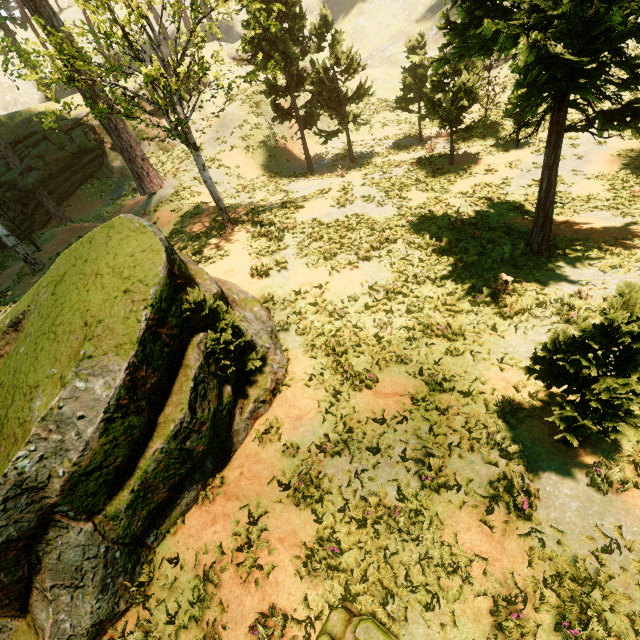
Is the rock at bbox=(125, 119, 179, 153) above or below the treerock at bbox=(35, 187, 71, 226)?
above

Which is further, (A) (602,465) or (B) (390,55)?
(B) (390,55)

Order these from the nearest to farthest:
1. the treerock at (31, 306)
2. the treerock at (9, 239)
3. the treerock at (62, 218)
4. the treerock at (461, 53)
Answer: the treerock at (31, 306)
the treerock at (461, 53)
the treerock at (9, 239)
the treerock at (62, 218)

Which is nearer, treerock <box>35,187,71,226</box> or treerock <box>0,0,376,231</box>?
treerock <box>0,0,376,231</box>

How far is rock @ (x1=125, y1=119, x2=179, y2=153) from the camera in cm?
3134

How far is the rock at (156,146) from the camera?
31.3 meters
